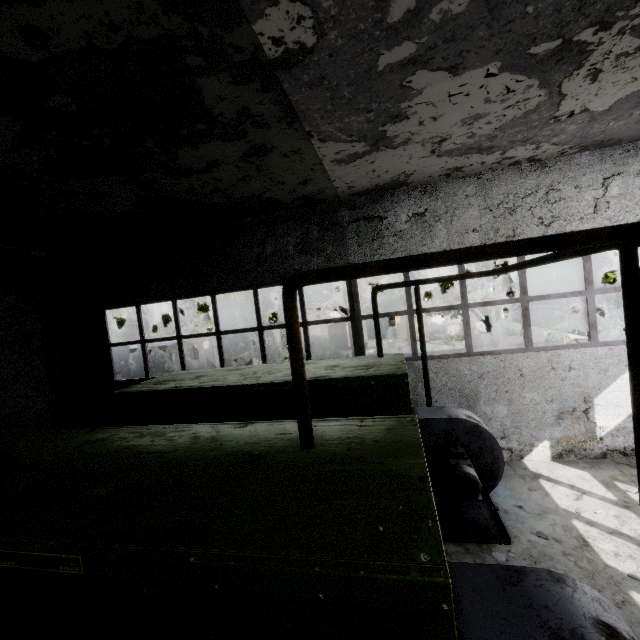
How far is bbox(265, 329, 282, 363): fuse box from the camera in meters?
25.4

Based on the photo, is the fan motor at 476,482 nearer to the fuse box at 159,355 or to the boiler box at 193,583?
the boiler box at 193,583

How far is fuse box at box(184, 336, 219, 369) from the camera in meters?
15.7

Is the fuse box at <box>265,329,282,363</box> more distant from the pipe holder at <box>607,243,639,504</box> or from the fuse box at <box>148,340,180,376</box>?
the pipe holder at <box>607,243,639,504</box>

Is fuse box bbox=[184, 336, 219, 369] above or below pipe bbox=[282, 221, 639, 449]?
below

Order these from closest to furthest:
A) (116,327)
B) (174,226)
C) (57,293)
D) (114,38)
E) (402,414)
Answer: (114,38) → (402,414) → (174,226) → (57,293) → (116,327)

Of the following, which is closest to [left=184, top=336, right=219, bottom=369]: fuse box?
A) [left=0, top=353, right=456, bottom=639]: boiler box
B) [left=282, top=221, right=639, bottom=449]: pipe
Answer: [left=282, top=221, right=639, bottom=449]: pipe

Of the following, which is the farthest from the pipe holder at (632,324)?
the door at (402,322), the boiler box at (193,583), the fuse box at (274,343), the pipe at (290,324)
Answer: the door at (402,322)
